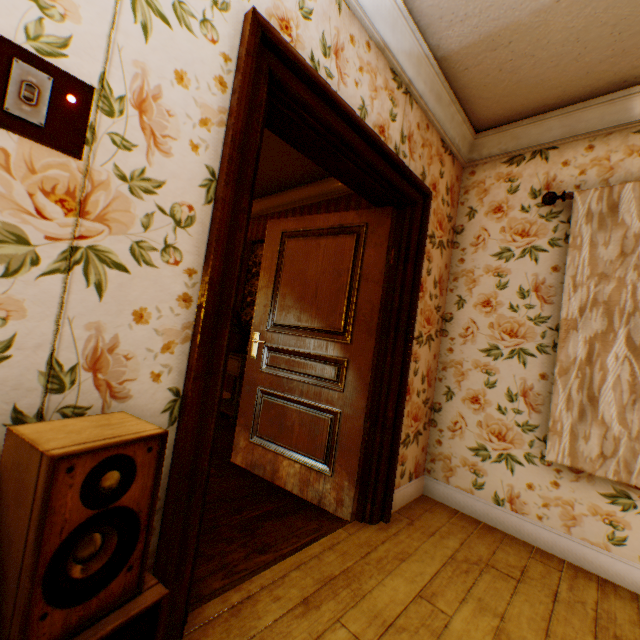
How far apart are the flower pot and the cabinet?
0.0m

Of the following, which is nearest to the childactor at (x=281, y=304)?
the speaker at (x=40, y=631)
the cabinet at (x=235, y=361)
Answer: the cabinet at (x=235, y=361)

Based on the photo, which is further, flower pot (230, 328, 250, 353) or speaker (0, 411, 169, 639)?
flower pot (230, 328, 250, 353)

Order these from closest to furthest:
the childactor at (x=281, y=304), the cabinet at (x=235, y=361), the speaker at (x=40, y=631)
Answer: the speaker at (x=40, y=631) < the childactor at (x=281, y=304) < the cabinet at (x=235, y=361)

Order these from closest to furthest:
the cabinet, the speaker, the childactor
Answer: the speaker, the childactor, the cabinet

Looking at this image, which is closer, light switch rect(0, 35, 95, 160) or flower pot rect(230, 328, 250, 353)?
light switch rect(0, 35, 95, 160)

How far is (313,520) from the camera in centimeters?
217cm

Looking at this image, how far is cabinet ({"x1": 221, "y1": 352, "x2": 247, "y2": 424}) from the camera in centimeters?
382cm
